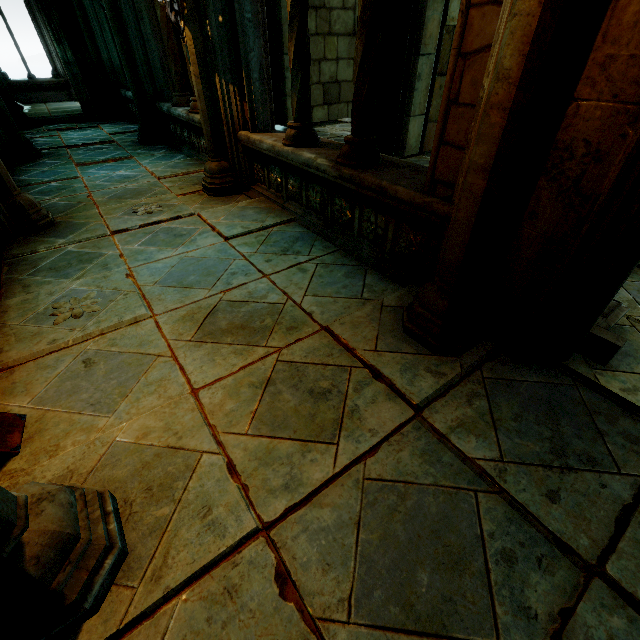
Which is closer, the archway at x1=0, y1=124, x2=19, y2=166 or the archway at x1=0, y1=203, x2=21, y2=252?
the archway at x1=0, y1=203, x2=21, y2=252

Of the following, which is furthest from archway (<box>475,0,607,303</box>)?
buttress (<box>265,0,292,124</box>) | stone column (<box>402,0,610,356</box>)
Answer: buttress (<box>265,0,292,124</box>)

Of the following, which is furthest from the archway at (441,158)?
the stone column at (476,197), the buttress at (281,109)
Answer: the buttress at (281,109)

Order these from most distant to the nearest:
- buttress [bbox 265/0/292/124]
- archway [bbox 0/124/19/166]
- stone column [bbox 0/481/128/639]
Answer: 1. buttress [bbox 265/0/292/124]
2. archway [bbox 0/124/19/166]
3. stone column [bbox 0/481/128/639]

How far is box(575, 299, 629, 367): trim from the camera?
1.98m

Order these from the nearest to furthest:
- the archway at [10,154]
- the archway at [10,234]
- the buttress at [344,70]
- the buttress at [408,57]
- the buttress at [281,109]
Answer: the archway at [10,234]
the buttress at [408,57]
the archway at [10,154]
the buttress at [281,109]
the buttress at [344,70]

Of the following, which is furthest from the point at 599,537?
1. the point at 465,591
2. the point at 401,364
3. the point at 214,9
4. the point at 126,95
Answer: the point at 126,95

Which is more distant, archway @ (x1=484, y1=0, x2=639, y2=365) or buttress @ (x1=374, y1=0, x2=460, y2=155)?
buttress @ (x1=374, y1=0, x2=460, y2=155)
